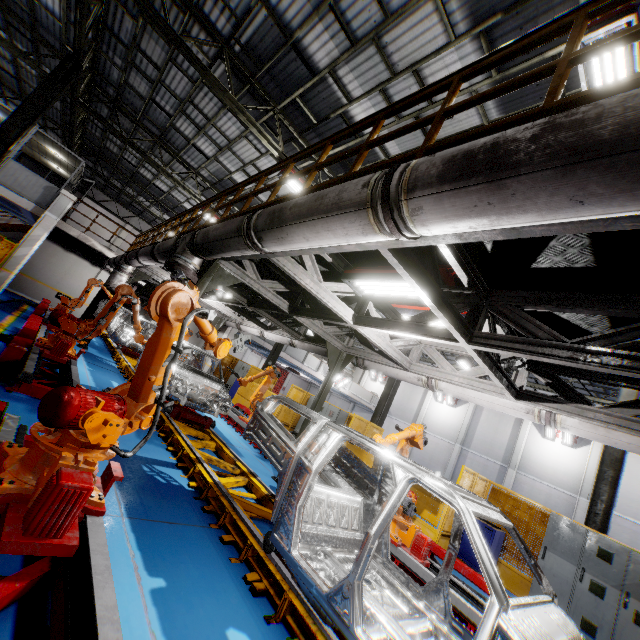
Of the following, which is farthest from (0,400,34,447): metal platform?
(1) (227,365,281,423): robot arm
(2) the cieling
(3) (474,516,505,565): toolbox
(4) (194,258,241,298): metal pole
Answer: (2) the cieling

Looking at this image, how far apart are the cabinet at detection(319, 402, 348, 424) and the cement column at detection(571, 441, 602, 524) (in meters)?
17.00

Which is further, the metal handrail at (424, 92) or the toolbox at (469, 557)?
the toolbox at (469, 557)

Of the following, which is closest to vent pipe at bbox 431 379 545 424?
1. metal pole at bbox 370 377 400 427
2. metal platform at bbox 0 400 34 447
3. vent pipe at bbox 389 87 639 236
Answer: vent pipe at bbox 389 87 639 236

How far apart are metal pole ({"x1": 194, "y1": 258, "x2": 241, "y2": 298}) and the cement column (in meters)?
24.78

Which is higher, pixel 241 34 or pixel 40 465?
pixel 241 34

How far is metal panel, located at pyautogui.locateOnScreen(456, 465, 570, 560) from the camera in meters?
8.2 m

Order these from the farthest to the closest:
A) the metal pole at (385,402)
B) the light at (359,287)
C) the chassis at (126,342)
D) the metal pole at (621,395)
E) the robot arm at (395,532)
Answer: the metal pole at (385,402) < the chassis at (126,342) < the metal pole at (621,395) < the robot arm at (395,532) < the light at (359,287)
